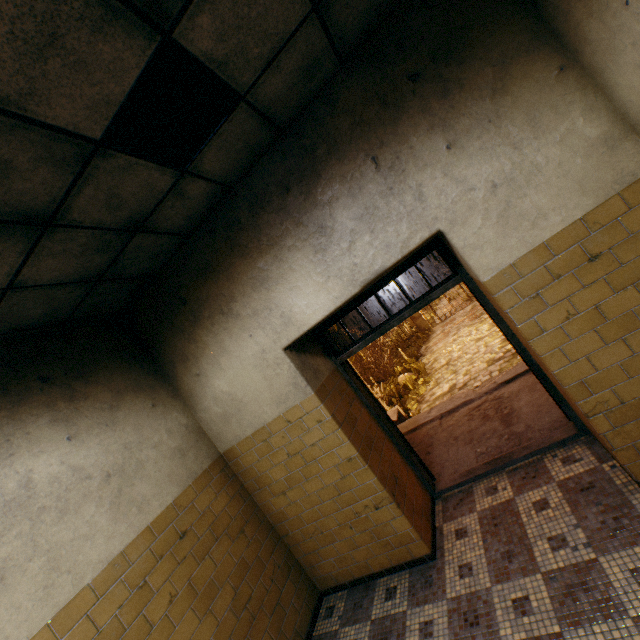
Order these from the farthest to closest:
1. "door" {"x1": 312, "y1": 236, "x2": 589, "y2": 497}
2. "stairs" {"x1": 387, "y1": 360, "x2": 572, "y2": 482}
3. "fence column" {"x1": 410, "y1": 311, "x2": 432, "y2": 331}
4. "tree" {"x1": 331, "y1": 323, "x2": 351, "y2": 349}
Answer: "fence column" {"x1": 410, "y1": 311, "x2": 432, "y2": 331} → "tree" {"x1": 331, "y1": 323, "x2": 351, "y2": 349} → "stairs" {"x1": 387, "y1": 360, "x2": 572, "y2": 482} → "door" {"x1": 312, "y1": 236, "x2": 589, "y2": 497}

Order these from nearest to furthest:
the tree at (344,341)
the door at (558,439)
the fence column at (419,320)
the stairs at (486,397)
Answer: the door at (558,439) < the stairs at (486,397) < the tree at (344,341) < the fence column at (419,320)

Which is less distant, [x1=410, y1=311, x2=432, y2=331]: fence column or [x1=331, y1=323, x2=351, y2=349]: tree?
[x1=331, y1=323, x2=351, y2=349]: tree

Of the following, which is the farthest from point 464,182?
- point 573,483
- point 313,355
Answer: point 573,483

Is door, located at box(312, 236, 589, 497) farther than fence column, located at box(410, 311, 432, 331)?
No

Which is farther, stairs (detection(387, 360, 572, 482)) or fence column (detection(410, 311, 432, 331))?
fence column (detection(410, 311, 432, 331))

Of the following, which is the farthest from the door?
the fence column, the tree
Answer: the tree

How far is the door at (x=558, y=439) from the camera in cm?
326
